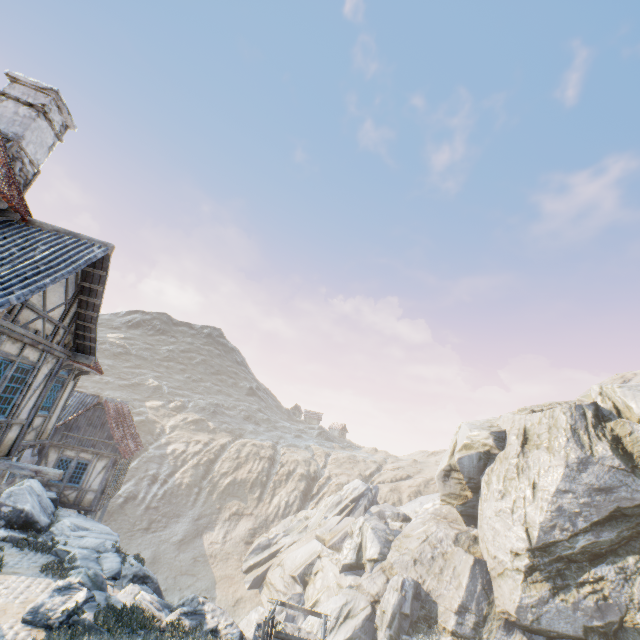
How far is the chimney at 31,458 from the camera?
17.3m

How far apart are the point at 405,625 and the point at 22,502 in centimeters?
2498cm

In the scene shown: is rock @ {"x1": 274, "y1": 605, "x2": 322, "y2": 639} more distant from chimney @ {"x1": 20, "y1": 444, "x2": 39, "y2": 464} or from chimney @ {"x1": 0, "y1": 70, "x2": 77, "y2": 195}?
chimney @ {"x1": 0, "y1": 70, "x2": 77, "y2": 195}

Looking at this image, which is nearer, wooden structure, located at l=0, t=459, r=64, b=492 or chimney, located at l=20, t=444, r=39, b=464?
wooden structure, located at l=0, t=459, r=64, b=492

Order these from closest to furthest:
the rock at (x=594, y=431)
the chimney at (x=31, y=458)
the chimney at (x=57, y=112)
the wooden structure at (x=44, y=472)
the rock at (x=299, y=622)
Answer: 1. the wooden structure at (x=44, y=472)
2. the chimney at (x=57, y=112)
3. the rock at (x=299, y=622)
4. the rock at (x=594, y=431)
5. the chimney at (x=31, y=458)

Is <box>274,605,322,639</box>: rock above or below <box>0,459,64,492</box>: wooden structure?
below

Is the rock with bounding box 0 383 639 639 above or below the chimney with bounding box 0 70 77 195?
below
